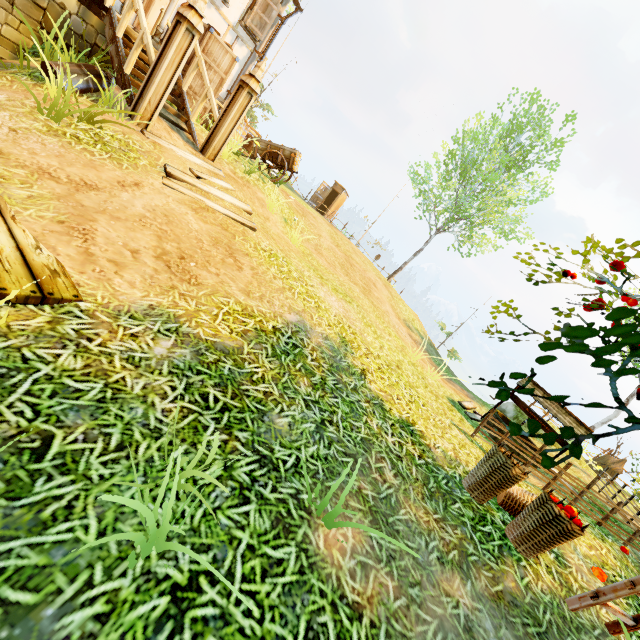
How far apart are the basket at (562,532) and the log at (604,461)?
12.39m

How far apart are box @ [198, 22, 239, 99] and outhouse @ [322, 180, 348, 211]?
16.9m

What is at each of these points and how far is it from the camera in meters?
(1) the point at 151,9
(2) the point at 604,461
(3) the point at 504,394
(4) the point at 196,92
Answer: (1) building, 9.0
(2) log, 12.7
(3) tree, 2.1
(4) box, 8.7

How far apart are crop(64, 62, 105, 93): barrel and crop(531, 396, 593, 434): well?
10.9 meters

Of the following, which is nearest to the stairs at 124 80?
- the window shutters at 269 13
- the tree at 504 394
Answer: the window shutters at 269 13

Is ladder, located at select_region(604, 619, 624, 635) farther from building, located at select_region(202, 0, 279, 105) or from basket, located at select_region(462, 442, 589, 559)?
building, located at select_region(202, 0, 279, 105)

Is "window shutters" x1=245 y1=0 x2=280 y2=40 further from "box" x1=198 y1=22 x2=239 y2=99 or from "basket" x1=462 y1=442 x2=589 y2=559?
"basket" x1=462 y1=442 x2=589 y2=559

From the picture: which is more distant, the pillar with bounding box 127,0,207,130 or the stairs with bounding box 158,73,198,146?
the stairs with bounding box 158,73,198,146
